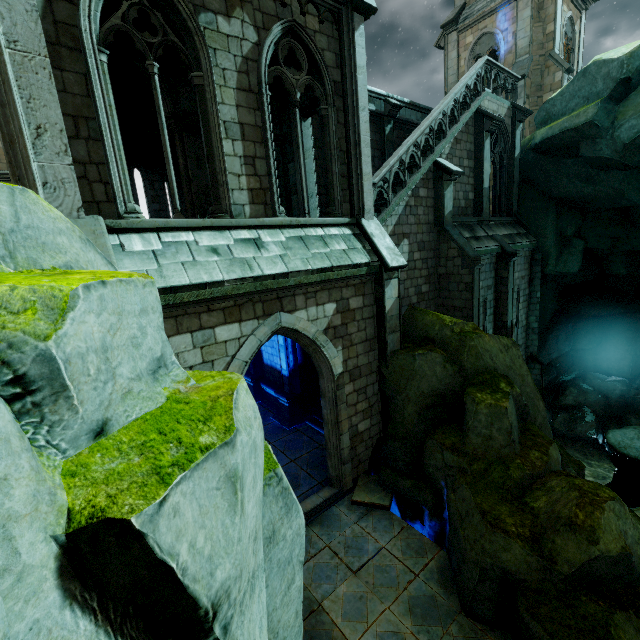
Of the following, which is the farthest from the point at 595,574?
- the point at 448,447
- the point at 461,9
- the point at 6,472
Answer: the point at 461,9

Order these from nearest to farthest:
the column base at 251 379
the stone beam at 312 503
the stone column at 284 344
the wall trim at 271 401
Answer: the stone beam at 312 503, the stone column at 284 344, the wall trim at 271 401, the column base at 251 379

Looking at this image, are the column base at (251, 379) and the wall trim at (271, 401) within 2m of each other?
yes

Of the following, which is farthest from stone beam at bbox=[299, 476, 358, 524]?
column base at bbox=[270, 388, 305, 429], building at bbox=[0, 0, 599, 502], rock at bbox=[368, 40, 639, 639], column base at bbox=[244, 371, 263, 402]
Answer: column base at bbox=[244, 371, 263, 402]

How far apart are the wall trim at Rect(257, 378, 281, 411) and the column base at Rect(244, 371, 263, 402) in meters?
0.0 m

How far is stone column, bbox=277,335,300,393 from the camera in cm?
1230

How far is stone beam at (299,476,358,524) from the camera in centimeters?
833cm

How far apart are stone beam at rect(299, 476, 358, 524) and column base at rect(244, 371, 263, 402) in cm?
647
